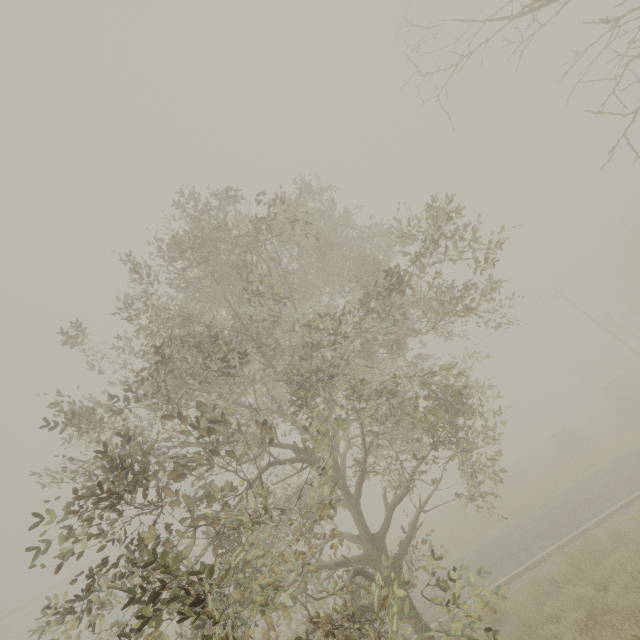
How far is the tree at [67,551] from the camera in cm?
357

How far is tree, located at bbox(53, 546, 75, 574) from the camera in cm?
357

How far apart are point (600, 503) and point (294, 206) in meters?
16.2 m

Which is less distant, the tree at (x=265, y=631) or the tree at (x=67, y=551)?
the tree at (x=67, y=551)

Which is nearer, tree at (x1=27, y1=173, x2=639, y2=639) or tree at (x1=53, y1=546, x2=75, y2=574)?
tree at (x1=53, y1=546, x2=75, y2=574)
